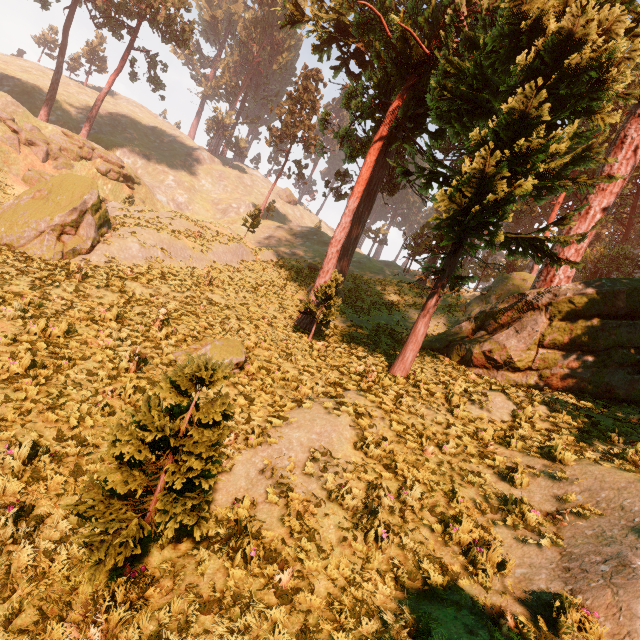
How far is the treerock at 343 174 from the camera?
35.75m

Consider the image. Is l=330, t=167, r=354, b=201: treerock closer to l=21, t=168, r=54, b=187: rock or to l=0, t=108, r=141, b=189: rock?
l=0, t=108, r=141, b=189: rock

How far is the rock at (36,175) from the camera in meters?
31.3

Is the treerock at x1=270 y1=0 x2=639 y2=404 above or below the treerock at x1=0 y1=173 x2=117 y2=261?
above

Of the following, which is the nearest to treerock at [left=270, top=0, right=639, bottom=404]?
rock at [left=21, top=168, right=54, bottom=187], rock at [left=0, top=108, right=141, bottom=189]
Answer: rock at [left=0, top=108, right=141, bottom=189]

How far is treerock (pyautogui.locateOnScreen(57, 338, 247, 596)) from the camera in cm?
400

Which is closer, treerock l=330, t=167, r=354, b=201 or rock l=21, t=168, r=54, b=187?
rock l=21, t=168, r=54, b=187

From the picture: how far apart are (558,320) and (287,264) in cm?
2313
